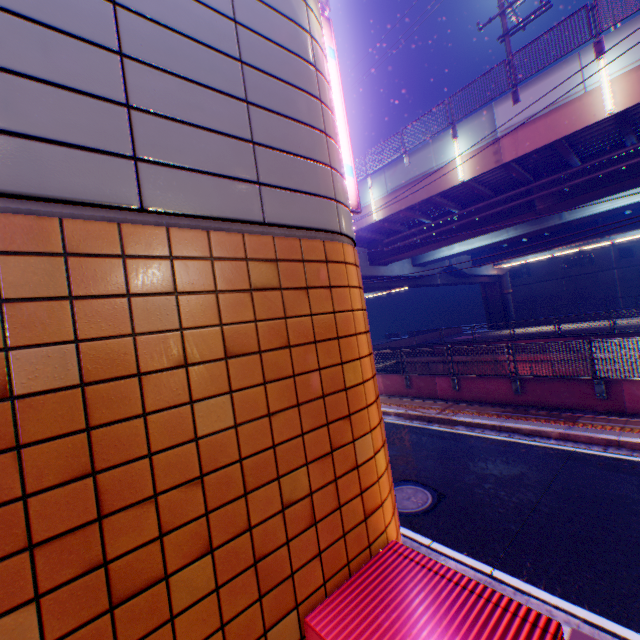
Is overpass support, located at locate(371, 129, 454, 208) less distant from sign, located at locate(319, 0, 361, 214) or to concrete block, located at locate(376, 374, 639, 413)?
concrete block, located at locate(376, 374, 639, 413)

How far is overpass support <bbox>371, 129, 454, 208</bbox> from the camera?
14.8 meters

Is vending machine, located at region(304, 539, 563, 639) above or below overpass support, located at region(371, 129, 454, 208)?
below

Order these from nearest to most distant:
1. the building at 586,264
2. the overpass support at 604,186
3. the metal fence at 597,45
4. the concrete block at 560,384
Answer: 1. the concrete block at 560,384
2. the metal fence at 597,45
3. the overpass support at 604,186
4. the building at 586,264

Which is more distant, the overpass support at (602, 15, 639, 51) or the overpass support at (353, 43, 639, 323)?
the overpass support at (353, 43, 639, 323)

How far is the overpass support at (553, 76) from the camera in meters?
11.1 m

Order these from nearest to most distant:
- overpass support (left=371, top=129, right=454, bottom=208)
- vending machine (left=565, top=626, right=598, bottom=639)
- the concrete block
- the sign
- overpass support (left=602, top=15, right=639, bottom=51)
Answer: vending machine (left=565, top=626, right=598, bottom=639) < the sign < the concrete block < overpass support (left=602, top=15, right=639, bottom=51) < overpass support (left=371, top=129, right=454, bottom=208)

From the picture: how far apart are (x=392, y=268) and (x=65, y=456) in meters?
25.1
